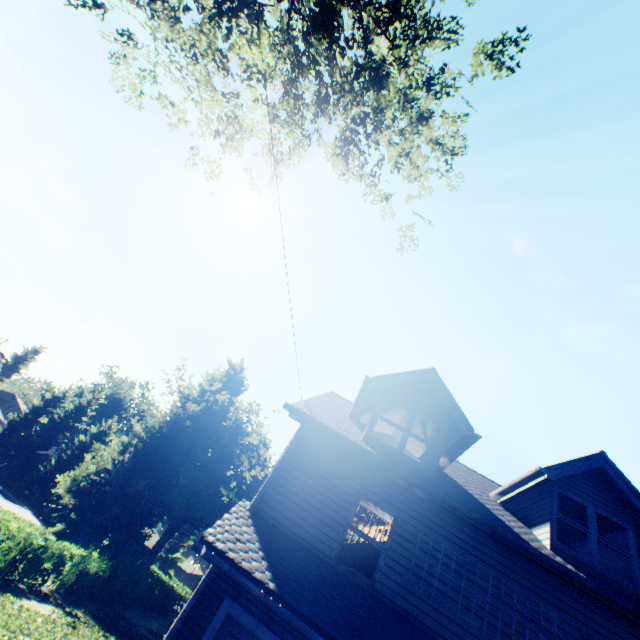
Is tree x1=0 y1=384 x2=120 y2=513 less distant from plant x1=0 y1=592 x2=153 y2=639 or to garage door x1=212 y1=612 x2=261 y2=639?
plant x1=0 y1=592 x2=153 y2=639

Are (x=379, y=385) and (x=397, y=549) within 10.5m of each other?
yes

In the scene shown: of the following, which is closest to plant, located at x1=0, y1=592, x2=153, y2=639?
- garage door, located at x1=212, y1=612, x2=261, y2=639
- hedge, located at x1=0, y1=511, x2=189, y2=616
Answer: hedge, located at x1=0, y1=511, x2=189, y2=616

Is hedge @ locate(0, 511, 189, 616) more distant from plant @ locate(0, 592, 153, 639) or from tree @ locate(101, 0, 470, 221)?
tree @ locate(101, 0, 470, 221)

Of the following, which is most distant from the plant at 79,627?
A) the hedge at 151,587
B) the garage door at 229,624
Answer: the garage door at 229,624

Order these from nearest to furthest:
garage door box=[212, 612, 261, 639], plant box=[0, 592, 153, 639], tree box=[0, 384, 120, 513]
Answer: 1. garage door box=[212, 612, 261, 639]
2. plant box=[0, 592, 153, 639]
3. tree box=[0, 384, 120, 513]

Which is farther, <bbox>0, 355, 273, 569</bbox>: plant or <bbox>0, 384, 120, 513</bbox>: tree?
<bbox>0, 384, 120, 513</bbox>: tree

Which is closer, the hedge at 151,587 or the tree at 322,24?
the tree at 322,24
